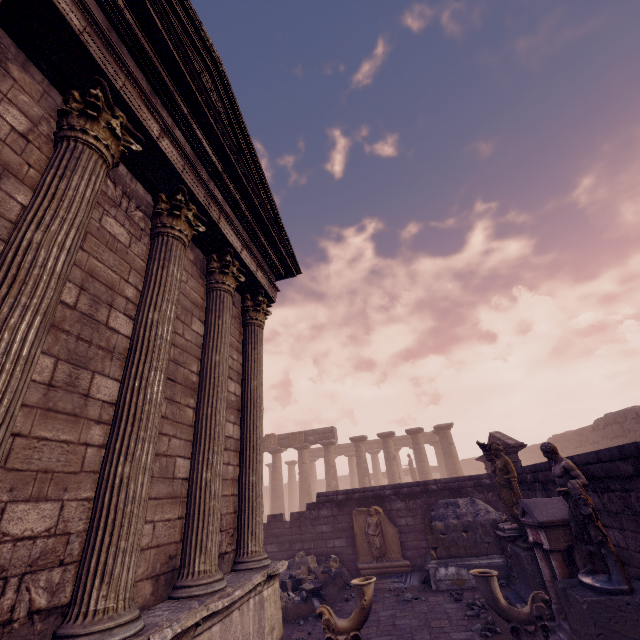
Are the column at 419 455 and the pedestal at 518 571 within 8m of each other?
no

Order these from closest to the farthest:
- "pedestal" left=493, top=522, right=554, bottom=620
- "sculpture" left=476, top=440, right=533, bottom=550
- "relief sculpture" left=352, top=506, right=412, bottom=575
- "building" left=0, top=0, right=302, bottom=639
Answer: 1. "building" left=0, top=0, right=302, bottom=639
2. "pedestal" left=493, top=522, right=554, bottom=620
3. "sculpture" left=476, top=440, right=533, bottom=550
4. "relief sculpture" left=352, top=506, right=412, bottom=575

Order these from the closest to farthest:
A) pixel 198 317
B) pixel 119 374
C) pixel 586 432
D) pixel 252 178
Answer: pixel 119 374
pixel 198 317
pixel 252 178
pixel 586 432

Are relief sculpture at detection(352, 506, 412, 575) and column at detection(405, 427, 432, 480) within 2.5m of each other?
no

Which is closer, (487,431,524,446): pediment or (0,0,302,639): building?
(0,0,302,639): building

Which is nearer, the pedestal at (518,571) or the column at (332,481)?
the pedestal at (518,571)

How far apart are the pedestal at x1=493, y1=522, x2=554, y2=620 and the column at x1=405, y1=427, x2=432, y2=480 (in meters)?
16.35

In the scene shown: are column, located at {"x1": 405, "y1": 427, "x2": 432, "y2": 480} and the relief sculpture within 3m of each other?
no
